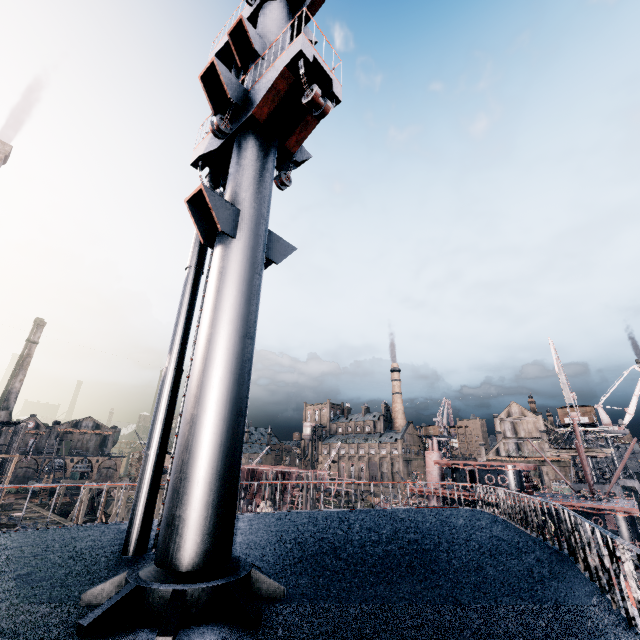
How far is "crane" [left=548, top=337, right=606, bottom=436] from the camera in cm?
4841

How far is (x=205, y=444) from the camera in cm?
472

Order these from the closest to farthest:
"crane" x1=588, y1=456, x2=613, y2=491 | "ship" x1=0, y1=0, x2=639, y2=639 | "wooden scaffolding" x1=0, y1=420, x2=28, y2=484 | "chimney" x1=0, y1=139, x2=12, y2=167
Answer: Result: "ship" x1=0, y1=0, x2=639, y2=639 → "chimney" x1=0, y1=139, x2=12, y2=167 → "wooden scaffolding" x1=0, y1=420, x2=28, y2=484 → "crane" x1=588, y1=456, x2=613, y2=491

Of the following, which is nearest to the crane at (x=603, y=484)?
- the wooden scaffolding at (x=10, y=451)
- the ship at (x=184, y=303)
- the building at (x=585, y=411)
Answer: the building at (x=585, y=411)

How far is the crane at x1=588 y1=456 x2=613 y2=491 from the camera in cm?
4628

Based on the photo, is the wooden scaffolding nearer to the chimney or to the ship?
the chimney

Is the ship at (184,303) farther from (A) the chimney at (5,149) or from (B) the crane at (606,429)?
(B) the crane at (606,429)

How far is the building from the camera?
52.8 meters
